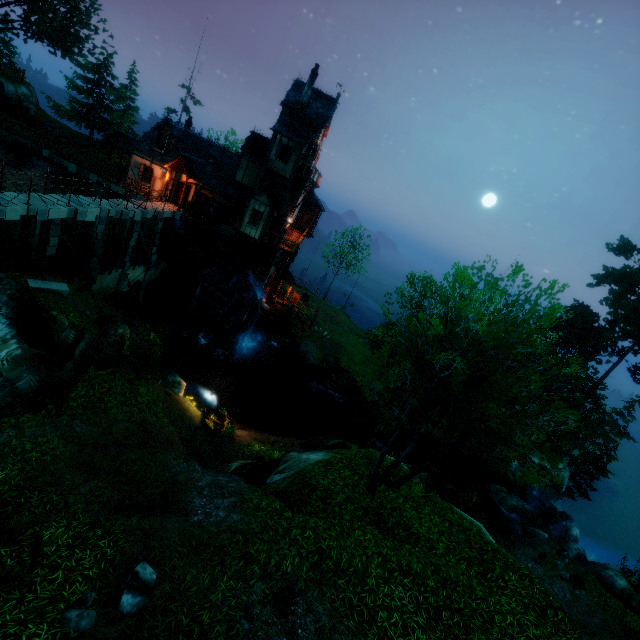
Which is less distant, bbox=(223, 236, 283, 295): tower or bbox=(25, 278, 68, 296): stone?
bbox=(25, 278, 68, 296): stone

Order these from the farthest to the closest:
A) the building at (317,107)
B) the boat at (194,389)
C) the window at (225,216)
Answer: the window at (225,216)
the building at (317,107)
the boat at (194,389)

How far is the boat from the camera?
17.5m

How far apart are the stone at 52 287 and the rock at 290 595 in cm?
1715

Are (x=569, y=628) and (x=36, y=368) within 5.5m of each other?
no

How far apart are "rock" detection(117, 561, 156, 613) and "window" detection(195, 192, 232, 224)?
26.0 meters

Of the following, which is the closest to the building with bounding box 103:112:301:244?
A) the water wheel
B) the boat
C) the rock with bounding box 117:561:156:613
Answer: the water wheel

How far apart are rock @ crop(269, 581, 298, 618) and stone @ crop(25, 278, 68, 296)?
17.1m
